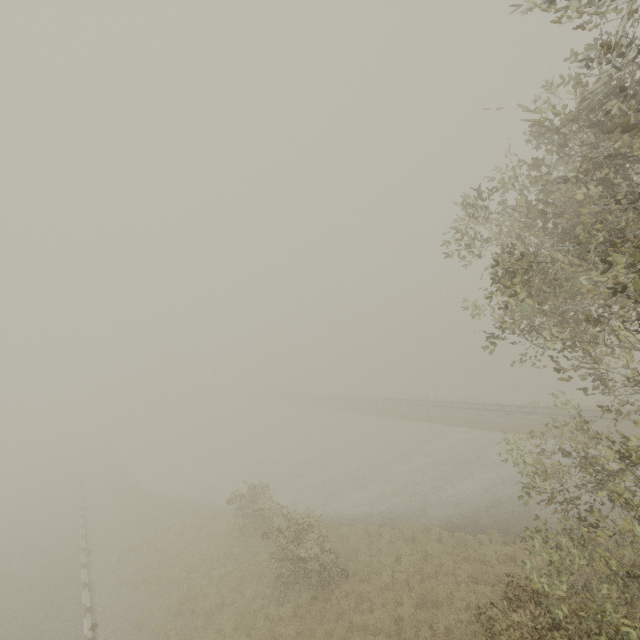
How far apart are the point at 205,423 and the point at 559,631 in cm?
5712
